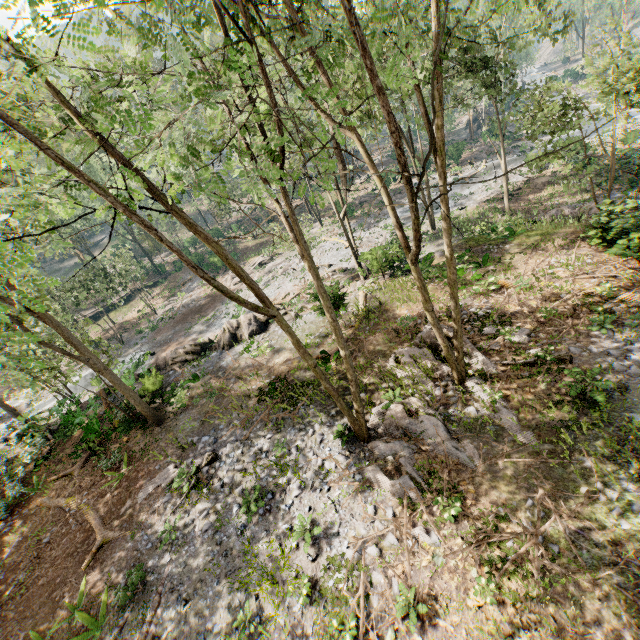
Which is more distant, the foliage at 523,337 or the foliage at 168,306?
the foliage at 168,306

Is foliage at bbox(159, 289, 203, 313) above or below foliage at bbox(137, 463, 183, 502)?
below

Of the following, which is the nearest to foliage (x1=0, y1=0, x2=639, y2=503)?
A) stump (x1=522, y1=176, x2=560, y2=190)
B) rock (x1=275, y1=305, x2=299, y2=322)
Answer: rock (x1=275, y1=305, x2=299, y2=322)

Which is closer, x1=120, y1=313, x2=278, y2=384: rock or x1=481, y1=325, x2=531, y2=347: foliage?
x1=481, y1=325, x2=531, y2=347: foliage

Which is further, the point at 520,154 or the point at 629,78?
the point at 520,154

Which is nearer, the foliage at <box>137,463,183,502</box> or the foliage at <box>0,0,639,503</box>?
the foliage at <box>0,0,639,503</box>

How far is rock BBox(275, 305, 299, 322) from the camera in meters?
22.7 m

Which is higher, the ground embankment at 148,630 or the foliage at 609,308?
the foliage at 609,308
